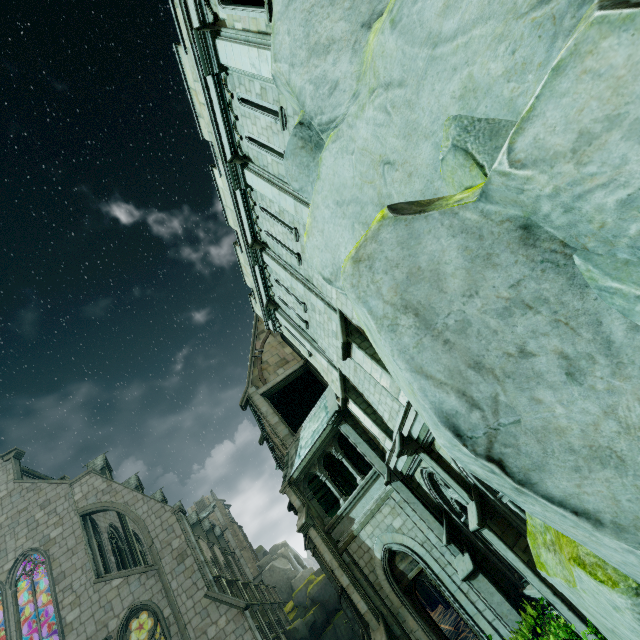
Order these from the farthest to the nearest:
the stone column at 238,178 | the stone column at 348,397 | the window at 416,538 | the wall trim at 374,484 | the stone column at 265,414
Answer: the stone column at 265,414
the wall trim at 374,484
the stone column at 348,397
the window at 416,538
the stone column at 238,178

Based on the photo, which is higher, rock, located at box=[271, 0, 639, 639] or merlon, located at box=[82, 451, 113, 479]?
merlon, located at box=[82, 451, 113, 479]

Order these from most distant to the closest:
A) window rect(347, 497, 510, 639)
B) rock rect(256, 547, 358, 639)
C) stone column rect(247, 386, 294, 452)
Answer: rock rect(256, 547, 358, 639)
stone column rect(247, 386, 294, 452)
window rect(347, 497, 510, 639)

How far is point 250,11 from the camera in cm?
666

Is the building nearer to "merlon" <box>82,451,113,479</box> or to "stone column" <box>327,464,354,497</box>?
"merlon" <box>82,451,113,479</box>

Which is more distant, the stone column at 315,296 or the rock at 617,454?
the stone column at 315,296

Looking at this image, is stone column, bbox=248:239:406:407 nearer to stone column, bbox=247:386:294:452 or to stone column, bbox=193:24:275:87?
stone column, bbox=193:24:275:87

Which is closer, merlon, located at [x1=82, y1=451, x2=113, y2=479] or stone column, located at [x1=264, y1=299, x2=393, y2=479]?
stone column, located at [x1=264, y1=299, x2=393, y2=479]
